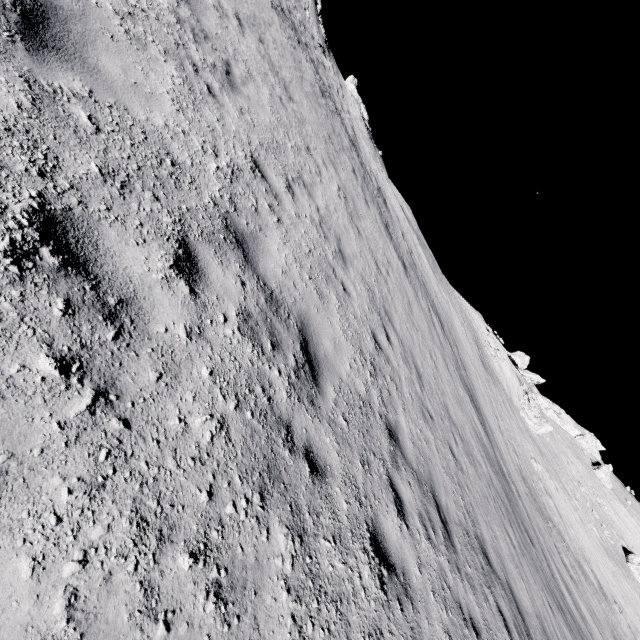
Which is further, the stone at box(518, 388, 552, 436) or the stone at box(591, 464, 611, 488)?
the stone at box(591, 464, 611, 488)

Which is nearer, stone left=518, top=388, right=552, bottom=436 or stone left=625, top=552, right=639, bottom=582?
stone left=625, top=552, right=639, bottom=582

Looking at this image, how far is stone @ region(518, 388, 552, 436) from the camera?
42.7 meters

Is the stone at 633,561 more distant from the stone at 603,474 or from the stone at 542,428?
the stone at 542,428

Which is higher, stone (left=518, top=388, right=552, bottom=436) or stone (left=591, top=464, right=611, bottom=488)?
stone (left=591, top=464, right=611, bottom=488)

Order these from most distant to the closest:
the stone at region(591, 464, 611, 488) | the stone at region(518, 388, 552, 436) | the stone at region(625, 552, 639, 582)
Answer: the stone at region(591, 464, 611, 488) < the stone at region(518, 388, 552, 436) < the stone at region(625, 552, 639, 582)

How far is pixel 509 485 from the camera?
16.0 meters

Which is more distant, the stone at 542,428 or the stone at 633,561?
the stone at 542,428
